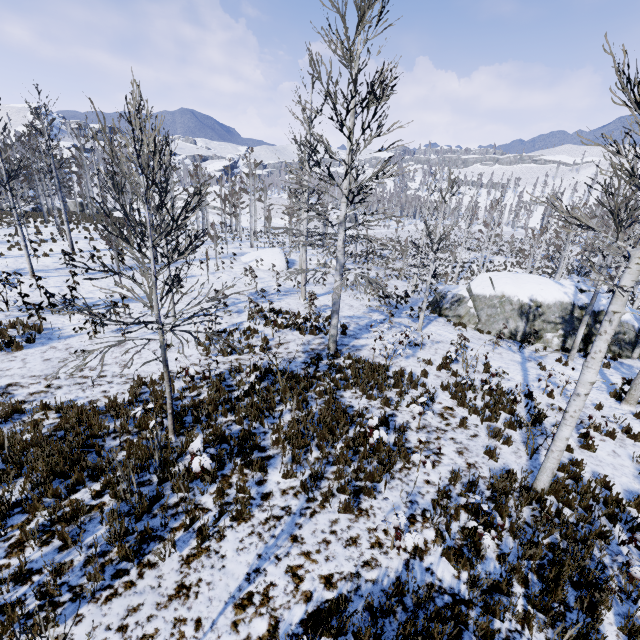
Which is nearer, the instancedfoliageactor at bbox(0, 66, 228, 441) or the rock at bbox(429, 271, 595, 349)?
the instancedfoliageactor at bbox(0, 66, 228, 441)

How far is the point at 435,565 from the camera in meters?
5.0

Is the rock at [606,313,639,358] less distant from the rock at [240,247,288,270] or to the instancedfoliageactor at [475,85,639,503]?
the instancedfoliageactor at [475,85,639,503]

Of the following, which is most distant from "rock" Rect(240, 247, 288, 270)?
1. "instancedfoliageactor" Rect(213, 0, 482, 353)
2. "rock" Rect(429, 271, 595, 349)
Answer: "rock" Rect(429, 271, 595, 349)

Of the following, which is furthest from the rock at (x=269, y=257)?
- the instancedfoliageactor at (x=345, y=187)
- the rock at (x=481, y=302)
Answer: the rock at (x=481, y=302)

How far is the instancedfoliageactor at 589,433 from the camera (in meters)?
8.08
